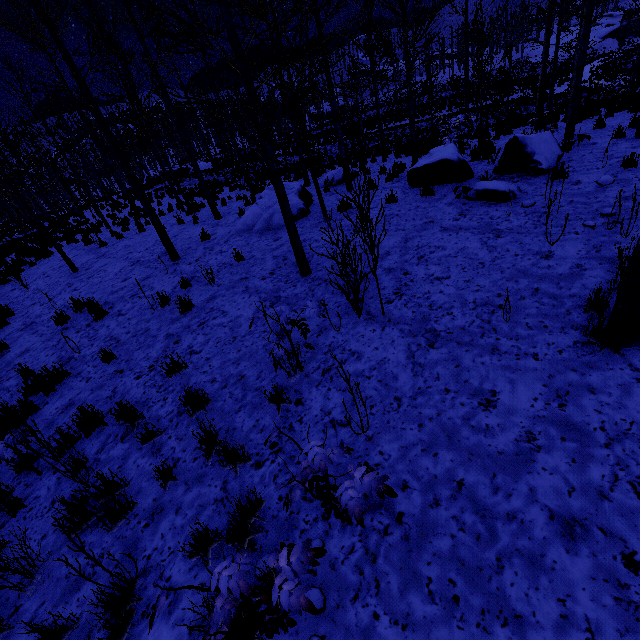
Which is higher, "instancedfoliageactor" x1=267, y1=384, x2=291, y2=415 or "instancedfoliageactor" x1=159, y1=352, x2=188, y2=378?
"instancedfoliageactor" x1=159, y1=352, x2=188, y2=378

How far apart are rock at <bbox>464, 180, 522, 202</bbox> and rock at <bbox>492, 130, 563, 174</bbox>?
1.1 meters

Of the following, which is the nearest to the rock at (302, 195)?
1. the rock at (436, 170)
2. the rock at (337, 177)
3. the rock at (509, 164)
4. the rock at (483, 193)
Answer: the rock at (337, 177)

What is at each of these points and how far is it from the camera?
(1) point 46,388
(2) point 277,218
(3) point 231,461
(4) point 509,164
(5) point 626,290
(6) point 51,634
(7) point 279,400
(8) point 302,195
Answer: (1) instancedfoliageactor, 5.5m
(2) rock, 9.3m
(3) instancedfoliageactor, 3.3m
(4) rock, 7.8m
(5) instancedfoliageactor, 3.0m
(6) instancedfoliageactor, 2.6m
(7) instancedfoliageactor, 3.9m
(8) rock, 10.4m

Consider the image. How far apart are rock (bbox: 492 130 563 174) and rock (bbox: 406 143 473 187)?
0.5m

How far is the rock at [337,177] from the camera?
12.48m

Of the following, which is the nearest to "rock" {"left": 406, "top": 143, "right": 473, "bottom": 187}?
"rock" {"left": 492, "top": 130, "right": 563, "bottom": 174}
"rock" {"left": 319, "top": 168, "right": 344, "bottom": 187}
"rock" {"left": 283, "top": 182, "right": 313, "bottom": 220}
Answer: "rock" {"left": 492, "top": 130, "right": 563, "bottom": 174}

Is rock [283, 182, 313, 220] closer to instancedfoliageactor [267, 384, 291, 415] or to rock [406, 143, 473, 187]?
instancedfoliageactor [267, 384, 291, 415]
